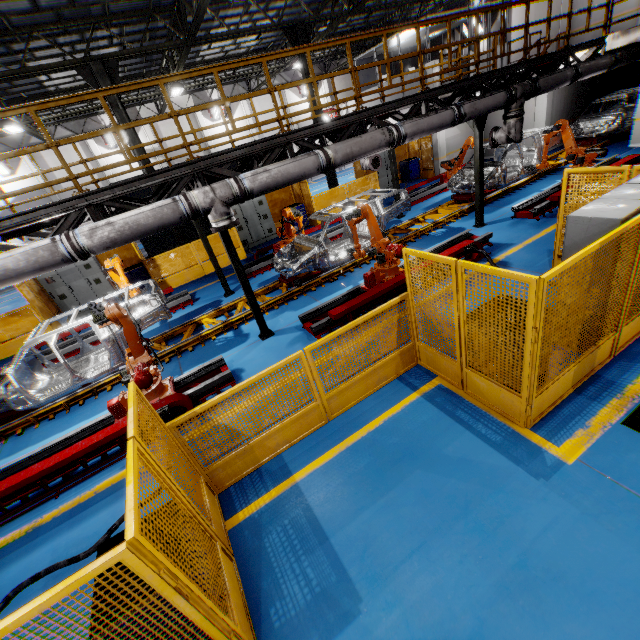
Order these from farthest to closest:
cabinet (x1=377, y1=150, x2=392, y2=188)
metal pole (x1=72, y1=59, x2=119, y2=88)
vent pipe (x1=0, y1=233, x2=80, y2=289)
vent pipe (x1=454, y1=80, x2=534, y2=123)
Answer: cabinet (x1=377, y1=150, x2=392, y2=188) < metal pole (x1=72, y1=59, x2=119, y2=88) < vent pipe (x1=454, y1=80, x2=534, y2=123) < vent pipe (x1=0, y1=233, x2=80, y2=289)

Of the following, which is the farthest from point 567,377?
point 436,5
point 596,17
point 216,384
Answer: point 596,17

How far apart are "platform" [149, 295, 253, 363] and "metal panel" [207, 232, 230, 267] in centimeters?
456cm

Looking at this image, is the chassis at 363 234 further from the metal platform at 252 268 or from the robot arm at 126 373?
the metal platform at 252 268

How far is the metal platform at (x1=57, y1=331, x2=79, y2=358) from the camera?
10.1 meters

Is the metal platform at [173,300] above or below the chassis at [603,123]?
below

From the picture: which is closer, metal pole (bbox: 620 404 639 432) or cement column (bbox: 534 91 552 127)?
metal pole (bbox: 620 404 639 432)

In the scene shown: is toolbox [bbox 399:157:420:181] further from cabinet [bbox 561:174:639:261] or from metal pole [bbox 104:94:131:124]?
cabinet [bbox 561:174:639:261]
